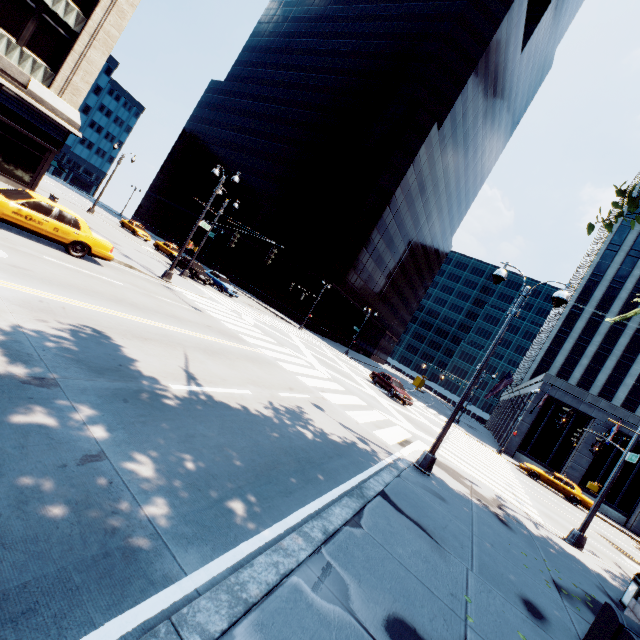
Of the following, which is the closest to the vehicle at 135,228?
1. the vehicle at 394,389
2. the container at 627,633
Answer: the vehicle at 394,389

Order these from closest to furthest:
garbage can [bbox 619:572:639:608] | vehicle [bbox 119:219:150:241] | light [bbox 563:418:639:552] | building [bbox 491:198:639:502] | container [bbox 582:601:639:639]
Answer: container [bbox 582:601:639:639] → garbage can [bbox 619:572:639:608] → light [bbox 563:418:639:552] → building [bbox 491:198:639:502] → vehicle [bbox 119:219:150:241]

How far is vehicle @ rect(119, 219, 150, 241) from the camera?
39.1 meters

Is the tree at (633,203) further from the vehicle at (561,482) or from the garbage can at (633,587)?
the vehicle at (561,482)

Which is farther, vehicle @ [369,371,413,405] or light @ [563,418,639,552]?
vehicle @ [369,371,413,405]

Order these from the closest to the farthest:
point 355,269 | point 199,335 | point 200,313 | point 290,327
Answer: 1. point 199,335
2. point 200,313
3. point 290,327
4. point 355,269

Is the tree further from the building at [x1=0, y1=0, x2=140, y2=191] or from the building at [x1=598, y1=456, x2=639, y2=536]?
the building at [x1=598, y1=456, x2=639, y2=536]

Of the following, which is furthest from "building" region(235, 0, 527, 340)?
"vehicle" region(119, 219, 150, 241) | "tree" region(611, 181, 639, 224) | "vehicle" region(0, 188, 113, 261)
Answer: "tree" region(611, 181, 639, 224)
